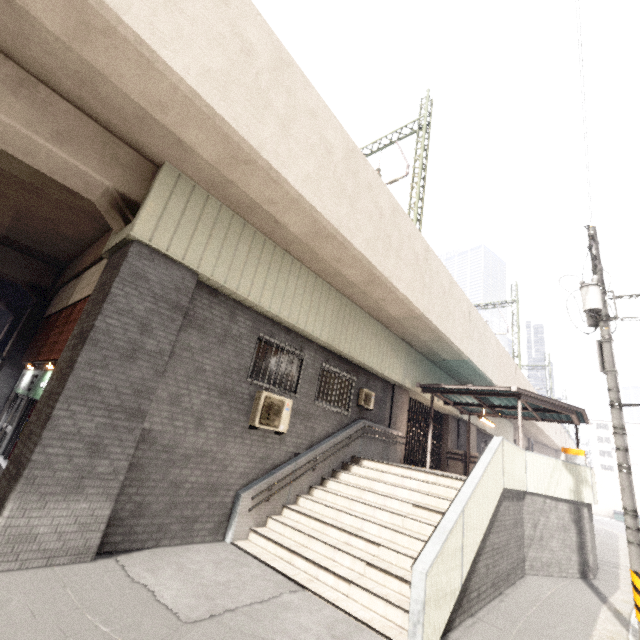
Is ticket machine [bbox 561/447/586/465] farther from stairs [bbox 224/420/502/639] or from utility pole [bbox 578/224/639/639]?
stairs [bbox 224/420/502/639]

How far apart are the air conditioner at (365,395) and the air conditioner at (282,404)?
3.34m

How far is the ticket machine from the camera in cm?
1265

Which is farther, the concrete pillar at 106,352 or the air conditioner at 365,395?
the air conditioner at 365,395

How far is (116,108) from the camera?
5.52m

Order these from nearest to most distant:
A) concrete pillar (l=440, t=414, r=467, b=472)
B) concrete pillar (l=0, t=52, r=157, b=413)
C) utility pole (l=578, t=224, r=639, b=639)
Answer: concrete pillar (l=0, t=52, r=157, b=413) < utility pole (l=578, t=224, r=639, b=639) < concrete pillar (l=440, t=414, r=467, b=472)

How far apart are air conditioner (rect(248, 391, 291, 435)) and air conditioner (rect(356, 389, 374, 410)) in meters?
3.3

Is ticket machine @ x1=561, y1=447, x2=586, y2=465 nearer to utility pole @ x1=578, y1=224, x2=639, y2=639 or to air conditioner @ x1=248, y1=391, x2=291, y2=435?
utility pole @ x1=578, y1=224, x2=639, y2=639
